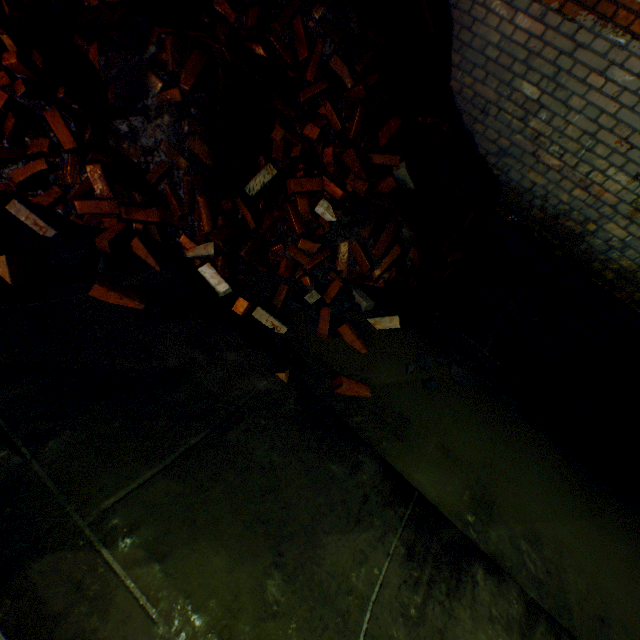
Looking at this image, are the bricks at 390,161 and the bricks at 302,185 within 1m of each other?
yes

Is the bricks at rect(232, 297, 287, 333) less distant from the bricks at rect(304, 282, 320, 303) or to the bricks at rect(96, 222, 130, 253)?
the bricks at rect(304, 282, 320, 303)

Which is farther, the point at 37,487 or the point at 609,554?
A: the point at 609,554

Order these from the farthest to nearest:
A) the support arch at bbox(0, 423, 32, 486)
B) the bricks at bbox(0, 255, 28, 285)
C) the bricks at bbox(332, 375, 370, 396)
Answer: the bricks at bbox(332, 375, 370, 396)
the bricks at bbox(0, 255, 28, 285)
the support arch at bbox(0, 423, 32, 486)

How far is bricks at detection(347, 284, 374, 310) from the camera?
3.1m

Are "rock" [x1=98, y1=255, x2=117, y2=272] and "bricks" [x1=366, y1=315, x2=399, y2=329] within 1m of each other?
no

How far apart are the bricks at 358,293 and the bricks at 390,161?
0.9m

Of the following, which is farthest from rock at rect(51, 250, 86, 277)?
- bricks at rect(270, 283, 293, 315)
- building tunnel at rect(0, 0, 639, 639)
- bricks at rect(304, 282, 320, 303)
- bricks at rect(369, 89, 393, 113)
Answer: bricks at rect(369, 89, 393, 113)
